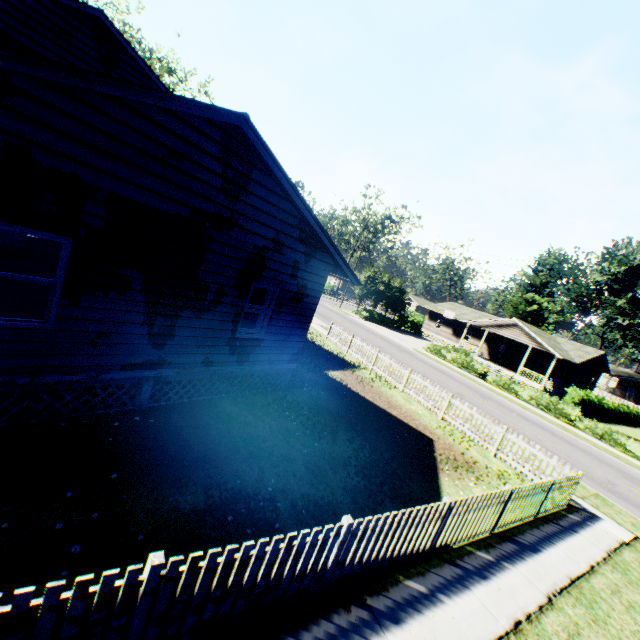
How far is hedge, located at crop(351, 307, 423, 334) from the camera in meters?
44.3 m

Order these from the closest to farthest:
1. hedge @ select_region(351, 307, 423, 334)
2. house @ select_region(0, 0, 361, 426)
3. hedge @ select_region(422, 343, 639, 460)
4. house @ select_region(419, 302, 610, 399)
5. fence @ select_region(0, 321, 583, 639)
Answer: fence @ select_region(0, 321, 583, 639) < house @ select_region(0, 0, 361, 426) < hedge @ select_region(422, 343, 639, 460) < house @ select_region(419, 302, 610, 399) < hedge @ select_region(351, 307, 423, 334)

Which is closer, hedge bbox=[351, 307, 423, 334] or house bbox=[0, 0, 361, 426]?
house bbox=[0, 0, 361, 426]

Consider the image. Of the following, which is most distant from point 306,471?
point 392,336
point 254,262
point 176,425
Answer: point 392,336

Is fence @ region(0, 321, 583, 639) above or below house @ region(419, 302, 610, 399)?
below

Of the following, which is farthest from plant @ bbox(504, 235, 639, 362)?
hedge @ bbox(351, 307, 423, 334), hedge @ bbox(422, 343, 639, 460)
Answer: hedge @ bbox(351, 307, 423, 334)

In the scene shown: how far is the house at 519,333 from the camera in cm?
3409

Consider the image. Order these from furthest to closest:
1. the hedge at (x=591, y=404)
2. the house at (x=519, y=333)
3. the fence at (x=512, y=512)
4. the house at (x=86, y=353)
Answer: the house at (x=519, y=333), the hedge at (x=591, y=404), the house at (x=86, y=353), the fence at (x=512, y=512)
